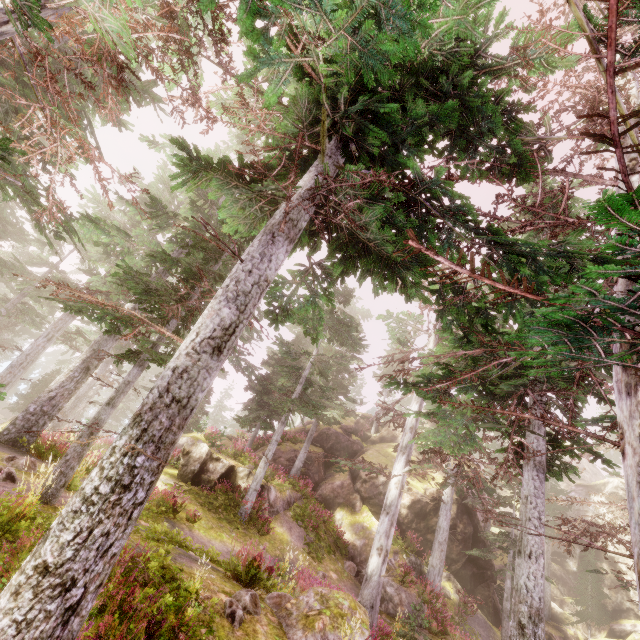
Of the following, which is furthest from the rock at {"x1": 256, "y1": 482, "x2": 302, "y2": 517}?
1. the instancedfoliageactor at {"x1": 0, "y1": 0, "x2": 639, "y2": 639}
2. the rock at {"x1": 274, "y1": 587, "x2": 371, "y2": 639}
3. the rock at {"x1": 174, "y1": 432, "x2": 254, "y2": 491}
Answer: the rock at {"x1": 274, "y1": 587, "x2": 371, "y2": 639}

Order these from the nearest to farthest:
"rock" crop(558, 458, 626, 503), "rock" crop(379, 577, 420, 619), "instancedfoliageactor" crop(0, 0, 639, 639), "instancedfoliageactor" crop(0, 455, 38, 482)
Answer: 1. "instancedfoliageactor" crop(0, 0, 639, 639)
2. "instancedfoliageactor" crop(0, 455, 38, 482)
3. "rock" crop(379, 577, 420, 619)
4. "rock" crop(558, 458, 626, 503)

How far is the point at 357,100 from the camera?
5.53m

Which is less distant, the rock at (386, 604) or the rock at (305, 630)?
the rock at (305, 630)

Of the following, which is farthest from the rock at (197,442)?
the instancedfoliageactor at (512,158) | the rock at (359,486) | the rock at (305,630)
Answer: the rock at (305,630)

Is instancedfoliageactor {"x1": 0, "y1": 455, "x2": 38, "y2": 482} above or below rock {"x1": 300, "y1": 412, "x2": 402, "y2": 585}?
below
